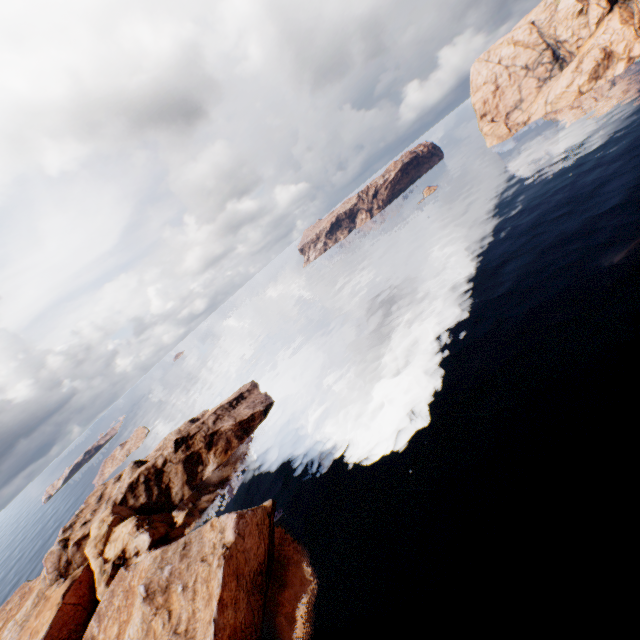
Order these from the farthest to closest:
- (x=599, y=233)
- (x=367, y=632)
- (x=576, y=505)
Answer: (x=599, y=233) → (x=367, y=632) → (x=576, y=505)
